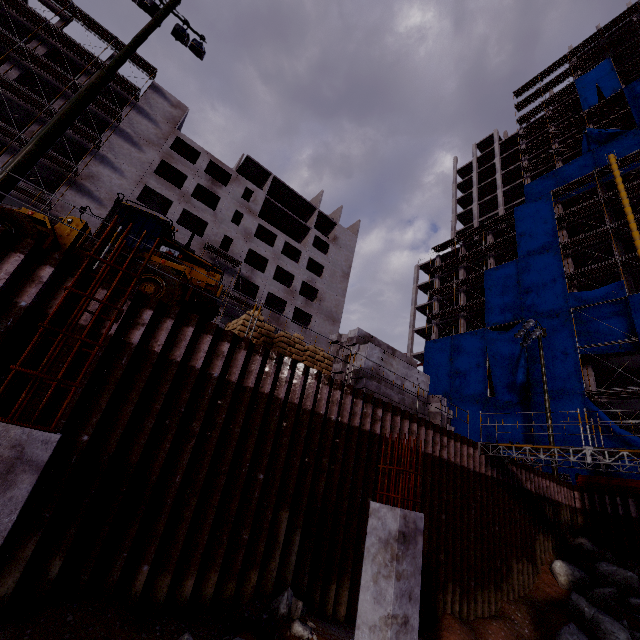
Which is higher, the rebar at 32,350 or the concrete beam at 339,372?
the concrete beam at 339,372

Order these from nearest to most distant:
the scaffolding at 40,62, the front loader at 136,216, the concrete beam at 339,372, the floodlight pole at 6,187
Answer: the floodlight pole at 6,187
the front loader at 136,216
the concrete beam at 339,372
the scaffolding at 40,62

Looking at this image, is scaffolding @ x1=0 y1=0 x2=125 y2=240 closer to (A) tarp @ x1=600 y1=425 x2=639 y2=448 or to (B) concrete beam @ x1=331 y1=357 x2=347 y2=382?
(A) tarp @ x1=600 y1=425 x2=639 y2=448

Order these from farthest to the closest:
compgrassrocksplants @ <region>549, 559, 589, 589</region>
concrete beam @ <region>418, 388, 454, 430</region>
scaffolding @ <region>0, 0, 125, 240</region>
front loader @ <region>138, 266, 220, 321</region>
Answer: scaffolding @ <region>0, 0, 125, 240</region>
compgrassrocksplants @ <region>549, 559, 589, 589</region>
concrete beam @ <region>418, 388, 454, 430</region>
front loader @ <region>138, 266, 220, 321</region>

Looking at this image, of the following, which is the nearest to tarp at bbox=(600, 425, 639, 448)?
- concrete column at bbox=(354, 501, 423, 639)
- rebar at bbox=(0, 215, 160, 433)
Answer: concrete column at bbox=(354, 501, 423, 639)

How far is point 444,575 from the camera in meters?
11.4

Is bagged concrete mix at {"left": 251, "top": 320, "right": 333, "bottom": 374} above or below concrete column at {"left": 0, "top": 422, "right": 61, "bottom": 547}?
above

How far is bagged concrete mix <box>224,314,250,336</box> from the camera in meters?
10.0 m
